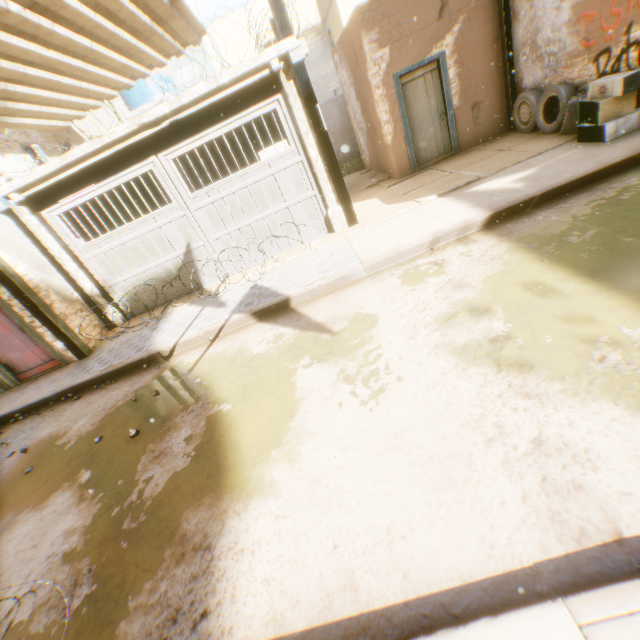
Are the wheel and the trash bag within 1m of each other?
yes

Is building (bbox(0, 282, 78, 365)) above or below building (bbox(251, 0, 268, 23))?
below

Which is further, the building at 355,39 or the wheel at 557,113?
the building at 355,39

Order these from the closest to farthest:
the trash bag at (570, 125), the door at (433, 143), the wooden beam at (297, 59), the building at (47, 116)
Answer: the building at (47, 116)
the wooden beam at (297, 59)
the trash bag at (570, 125)
the door at (433, 143)

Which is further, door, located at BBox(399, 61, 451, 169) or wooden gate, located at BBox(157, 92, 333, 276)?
door, located at BBox(399, 61, 451, 169)

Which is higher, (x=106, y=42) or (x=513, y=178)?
(x=106, y=42)

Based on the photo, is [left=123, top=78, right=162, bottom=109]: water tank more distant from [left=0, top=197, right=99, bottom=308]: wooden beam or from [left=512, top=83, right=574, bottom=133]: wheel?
[left=512, top=83, right=574, bottom=133]: wheel

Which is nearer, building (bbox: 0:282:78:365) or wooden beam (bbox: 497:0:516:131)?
building (bbox: 0:282:78:365)
